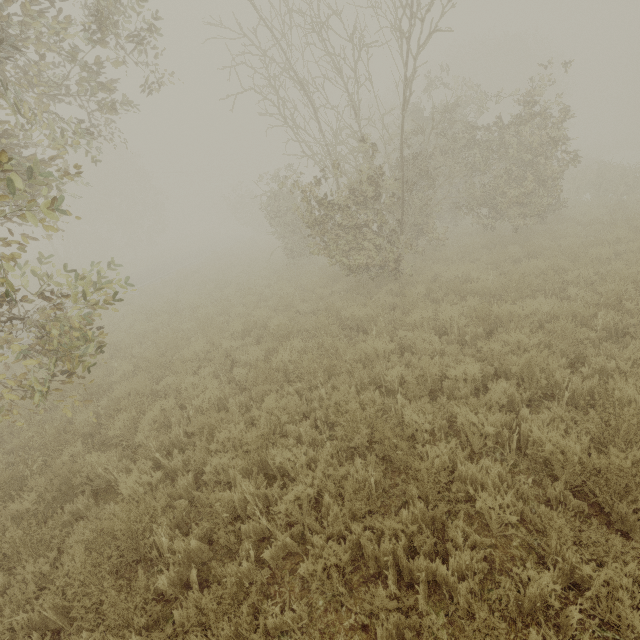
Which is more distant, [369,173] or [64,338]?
[369,173]

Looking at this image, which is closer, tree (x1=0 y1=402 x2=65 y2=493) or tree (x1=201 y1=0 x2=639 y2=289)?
tree (x1=0 y1=402 x2=65 y2=493)

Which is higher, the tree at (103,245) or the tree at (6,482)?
the tree at (103,245)

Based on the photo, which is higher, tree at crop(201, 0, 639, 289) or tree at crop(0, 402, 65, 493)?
tree at crop(201, 0, 639, 289)

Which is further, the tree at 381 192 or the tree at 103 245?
the tree at 381 192
